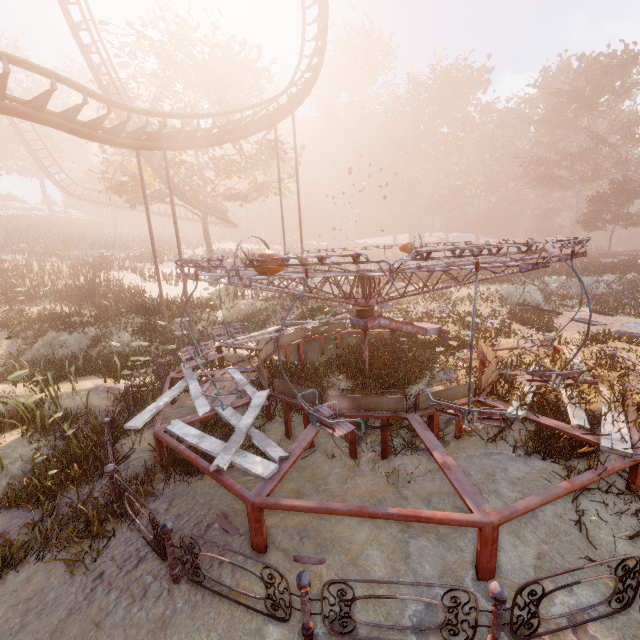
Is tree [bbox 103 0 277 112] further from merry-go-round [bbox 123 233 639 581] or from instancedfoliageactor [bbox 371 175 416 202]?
instancedfoliageactor [bbox 371 175 416 202]

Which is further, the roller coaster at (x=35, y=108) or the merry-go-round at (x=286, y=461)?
the roller coaster at (x=35, y=108)

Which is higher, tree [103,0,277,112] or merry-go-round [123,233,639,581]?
tree [103,0,277,112]

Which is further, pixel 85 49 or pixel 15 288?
pixel 15 288

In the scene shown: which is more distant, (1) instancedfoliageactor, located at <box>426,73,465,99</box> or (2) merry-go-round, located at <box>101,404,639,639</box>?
(1) instancedfoliageactor, located at <box>426,73,465,99</box>

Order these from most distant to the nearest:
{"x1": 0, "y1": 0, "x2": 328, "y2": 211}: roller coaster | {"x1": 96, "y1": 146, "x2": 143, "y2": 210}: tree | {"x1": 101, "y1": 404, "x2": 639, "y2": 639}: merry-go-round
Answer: {"x1": 96, "y1": 146, "x2": 143, "y2": 210}: tree
{"x1": 0, "y1": 0, "x2": 328, "y2": 211}: roller coaster
{"x1": 101, "y1": 404, "x2": 639, "y2": 639}: merry-go-round

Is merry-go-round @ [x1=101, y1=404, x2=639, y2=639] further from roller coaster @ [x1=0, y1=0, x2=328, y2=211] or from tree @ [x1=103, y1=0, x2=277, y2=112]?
tree @ [x1=103, y1=0, x2=277, y2=112]

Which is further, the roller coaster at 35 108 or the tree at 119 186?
the tree at 119 186
